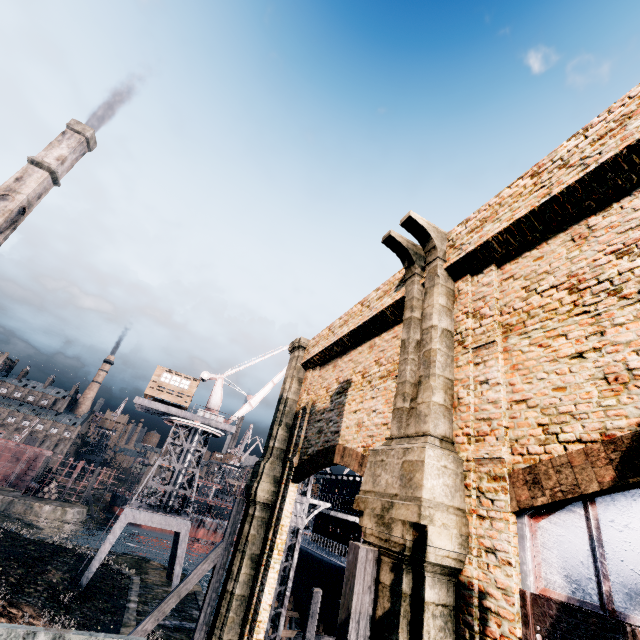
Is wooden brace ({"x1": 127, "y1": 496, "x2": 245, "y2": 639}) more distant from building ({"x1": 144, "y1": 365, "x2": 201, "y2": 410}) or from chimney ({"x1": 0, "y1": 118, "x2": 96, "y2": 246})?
chimney ({"x1": 0, "y1": 118, "x2": 96, "y2": 246})

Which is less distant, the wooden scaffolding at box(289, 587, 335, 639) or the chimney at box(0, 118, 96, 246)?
the wooden scaffolding at box(289, 587, 335, 639)

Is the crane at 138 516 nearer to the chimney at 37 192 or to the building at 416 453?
the building at 416 453

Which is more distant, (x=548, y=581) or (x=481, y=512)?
(x=481, y=512)

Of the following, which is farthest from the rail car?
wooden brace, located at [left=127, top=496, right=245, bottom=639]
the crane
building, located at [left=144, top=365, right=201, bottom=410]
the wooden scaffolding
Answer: building, located at [left=144, top=365, right=201, bottom=410]

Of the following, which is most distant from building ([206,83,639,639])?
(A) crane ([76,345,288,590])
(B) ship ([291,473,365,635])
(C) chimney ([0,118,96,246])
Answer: (A) crane ([76,345,288,590])

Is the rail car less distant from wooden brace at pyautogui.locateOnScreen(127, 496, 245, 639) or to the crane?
wooden brace at pyautogui.locateOnScreen(127, 496, 245, 639)

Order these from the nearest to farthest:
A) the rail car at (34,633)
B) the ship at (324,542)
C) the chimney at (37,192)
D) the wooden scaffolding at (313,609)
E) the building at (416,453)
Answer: the building at (416,453)
the rail car at (34,633)
the wooden scaffolding at (313,609)
the ship at (324,542)
the chimney at (37,192)
